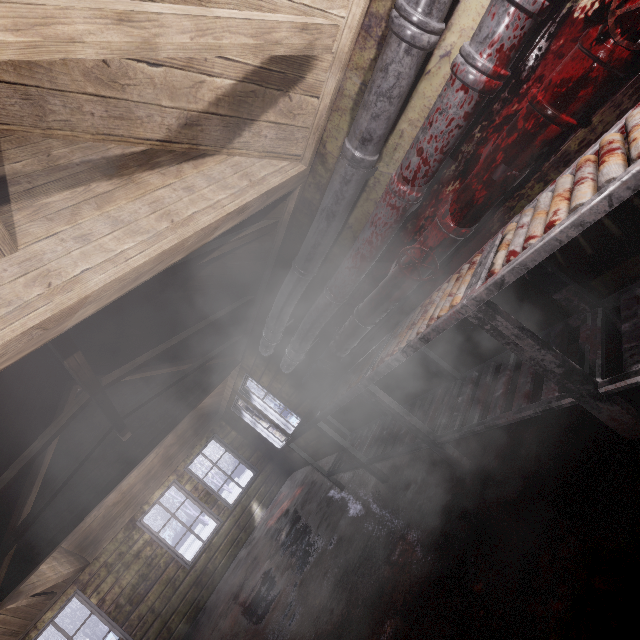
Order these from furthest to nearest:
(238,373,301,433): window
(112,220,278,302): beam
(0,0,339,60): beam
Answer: (238,373,301,433): window → (112,220,278,302): beam → (0,0,339,60): beam

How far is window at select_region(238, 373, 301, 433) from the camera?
4.94m

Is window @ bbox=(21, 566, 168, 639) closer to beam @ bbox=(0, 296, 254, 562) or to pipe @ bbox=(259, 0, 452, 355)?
beam @ bbox=(0, 296, 254, 562)

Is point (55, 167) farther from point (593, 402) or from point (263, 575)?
point (263, 575)

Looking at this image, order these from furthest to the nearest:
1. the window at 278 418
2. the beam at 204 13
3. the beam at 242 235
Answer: the window at 278 418 < the beam at 242 235 < the beam at 204 13

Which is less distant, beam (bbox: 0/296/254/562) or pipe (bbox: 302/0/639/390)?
pipe (bbox: 302/0/639/390)

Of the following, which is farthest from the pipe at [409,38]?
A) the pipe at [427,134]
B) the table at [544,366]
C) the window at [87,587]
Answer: the window at [87,587]

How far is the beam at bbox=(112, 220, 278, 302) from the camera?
1.9 meters
